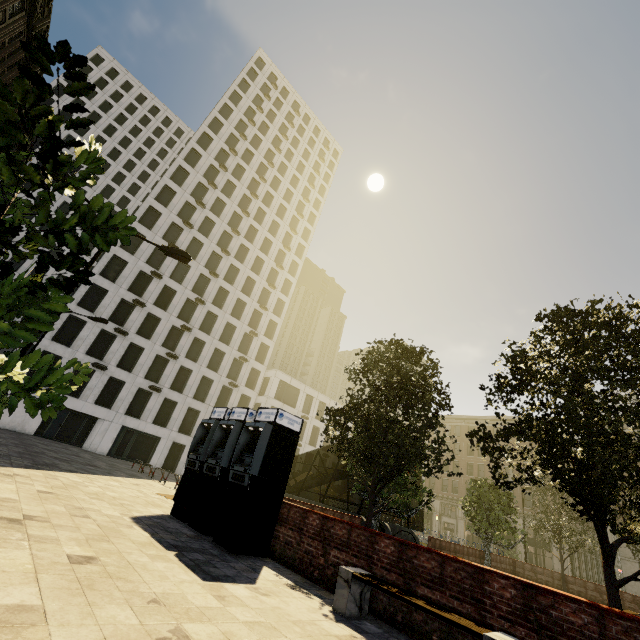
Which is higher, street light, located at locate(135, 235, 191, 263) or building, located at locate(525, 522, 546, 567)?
street light, located at locate(135, 235, 191, 263)

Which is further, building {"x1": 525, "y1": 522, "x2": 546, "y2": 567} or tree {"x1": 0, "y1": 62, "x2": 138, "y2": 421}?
building {"x1": 525, "y1": 522, "x2": 546, "y2": 567}

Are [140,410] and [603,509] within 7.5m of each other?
no

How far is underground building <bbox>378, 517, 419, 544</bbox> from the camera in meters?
18.1 m

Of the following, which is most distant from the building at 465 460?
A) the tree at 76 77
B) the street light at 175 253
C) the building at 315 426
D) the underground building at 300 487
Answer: the underground building at 300 487

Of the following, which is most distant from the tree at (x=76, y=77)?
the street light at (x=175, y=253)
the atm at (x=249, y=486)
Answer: the street light at (x=175, y=253)

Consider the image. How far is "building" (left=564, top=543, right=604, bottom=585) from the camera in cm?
4075

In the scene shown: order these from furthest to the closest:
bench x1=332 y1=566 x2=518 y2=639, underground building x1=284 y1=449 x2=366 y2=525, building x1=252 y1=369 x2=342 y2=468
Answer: building x1=252 y1=369 x2=342 y2=468
underground building x1=284 y1=449 x2=366 y2=525
bench x1=332 y1=566 x2=518 y2=639
